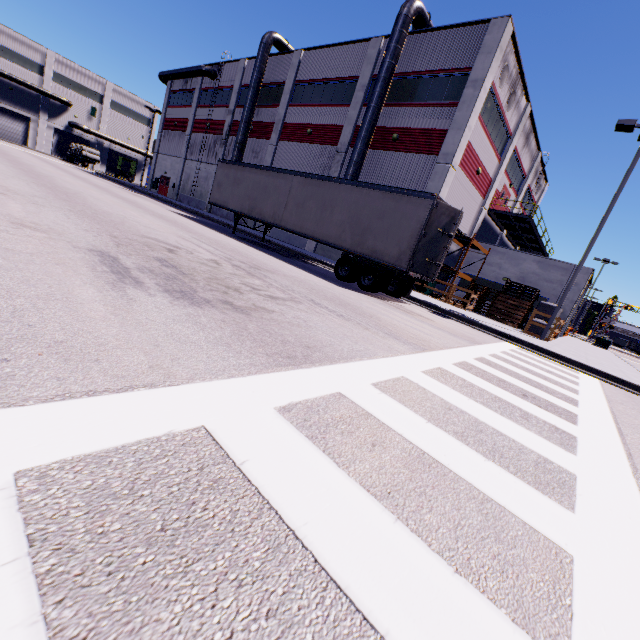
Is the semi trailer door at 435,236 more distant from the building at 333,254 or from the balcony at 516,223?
the balcony at 516,223

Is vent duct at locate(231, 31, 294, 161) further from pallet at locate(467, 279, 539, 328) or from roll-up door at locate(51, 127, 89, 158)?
pallet at locate(467, 279, 539, 328)

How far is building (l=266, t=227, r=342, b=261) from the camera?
23.70m

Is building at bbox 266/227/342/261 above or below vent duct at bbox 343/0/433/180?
below

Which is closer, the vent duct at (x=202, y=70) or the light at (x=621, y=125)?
the light at (x=621, y=125)

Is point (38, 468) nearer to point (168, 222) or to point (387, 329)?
point (387, 329)

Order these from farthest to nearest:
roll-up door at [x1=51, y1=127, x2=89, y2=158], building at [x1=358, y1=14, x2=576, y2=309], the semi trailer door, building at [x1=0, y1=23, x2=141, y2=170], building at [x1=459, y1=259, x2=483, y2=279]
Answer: roll-up door at [x1=51, y1=127, x2=89, y2=158] < building at [x1=0, y1=23, x2=141, y2=170] < building at [x1=459, y1=259, x2=483, y2=279] < building at [x1=358, y1=14, x2=576, y2=309] < the semi trailer door

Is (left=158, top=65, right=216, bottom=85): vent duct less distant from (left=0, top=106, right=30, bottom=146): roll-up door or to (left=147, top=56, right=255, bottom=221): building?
(left=147, top=56, right=255, bottom=221): building
